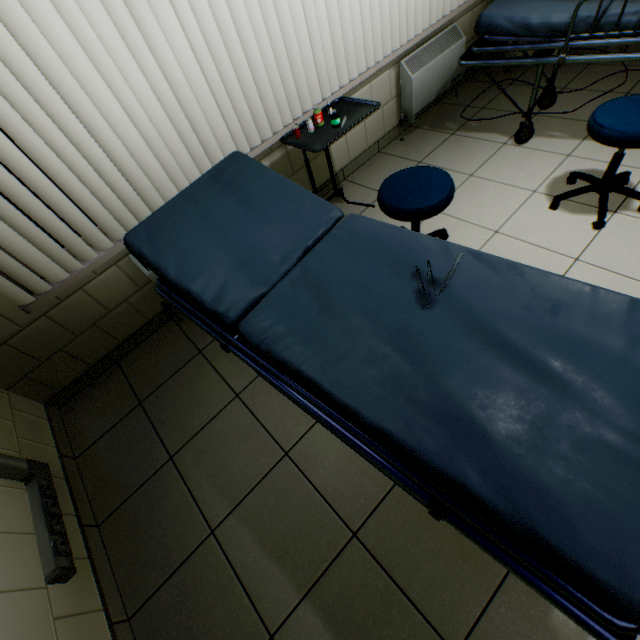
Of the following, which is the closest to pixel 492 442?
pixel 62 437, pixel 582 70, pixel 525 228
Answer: pixel 525 228

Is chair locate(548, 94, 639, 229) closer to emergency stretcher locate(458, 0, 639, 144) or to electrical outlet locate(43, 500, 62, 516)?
emergency stretcher locate(458, 0, 639, 144)

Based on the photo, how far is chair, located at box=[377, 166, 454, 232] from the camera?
1.72m

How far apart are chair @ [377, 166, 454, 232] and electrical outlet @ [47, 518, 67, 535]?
2.3m

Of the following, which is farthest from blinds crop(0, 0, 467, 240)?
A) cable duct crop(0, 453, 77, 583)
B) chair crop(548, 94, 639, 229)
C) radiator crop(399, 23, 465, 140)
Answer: chair crop(548, 94, 639, 229)

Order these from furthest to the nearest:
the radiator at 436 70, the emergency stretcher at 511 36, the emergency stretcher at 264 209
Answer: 1. the radiator at 436 70
2. the emergency stretcher at 511 36
3. the emergency stretcher at 264 209

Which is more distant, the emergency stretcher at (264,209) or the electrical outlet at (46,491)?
the electrical outlet at (46,491)

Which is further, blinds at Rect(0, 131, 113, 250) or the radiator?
the radiator
